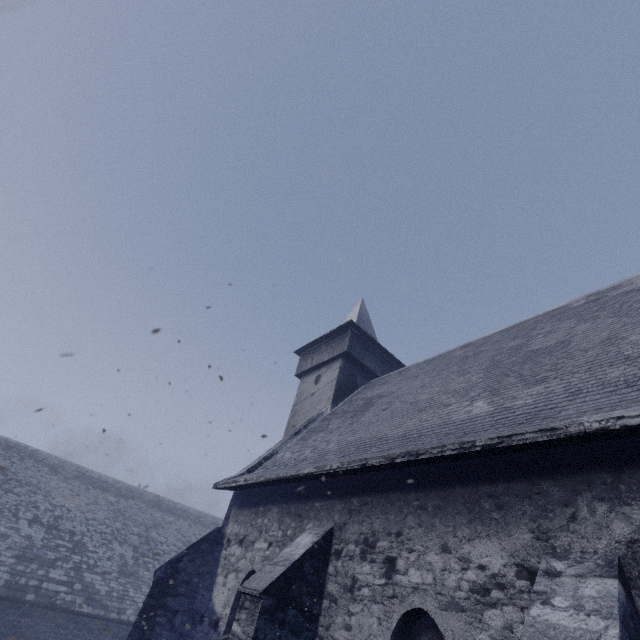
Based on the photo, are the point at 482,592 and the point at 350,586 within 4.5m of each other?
yes
